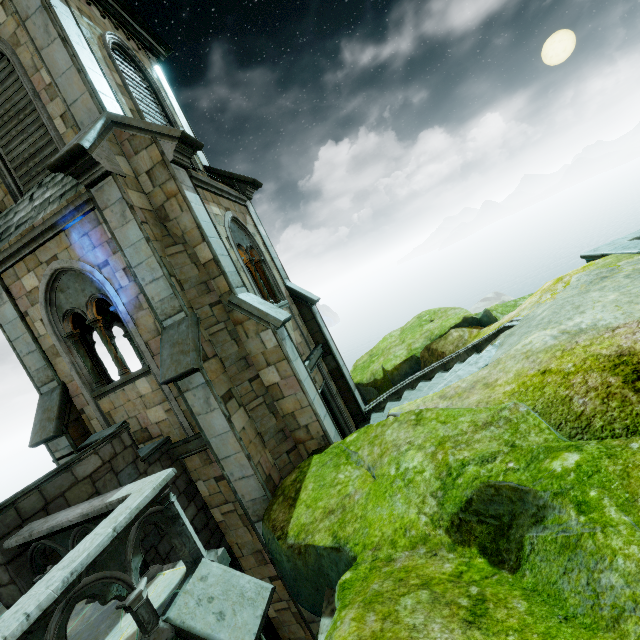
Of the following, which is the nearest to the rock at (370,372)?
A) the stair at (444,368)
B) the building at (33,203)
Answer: the building at (33,203)

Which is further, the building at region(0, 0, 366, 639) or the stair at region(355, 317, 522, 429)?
the stair at region(355, 317, 522, 429)

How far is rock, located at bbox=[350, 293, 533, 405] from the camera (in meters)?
10.42

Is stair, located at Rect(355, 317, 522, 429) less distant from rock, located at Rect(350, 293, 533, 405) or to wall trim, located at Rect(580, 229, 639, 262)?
rock, located at Rect(350, 293, 533, 405)

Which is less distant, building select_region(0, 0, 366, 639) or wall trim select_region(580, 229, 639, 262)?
building select_region(0, 0, 366, 639)

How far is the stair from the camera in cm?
695

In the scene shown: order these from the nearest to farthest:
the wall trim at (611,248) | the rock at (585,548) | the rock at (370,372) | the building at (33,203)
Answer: the rock at (585,548) < the building at (33,203) < the wall trim at (611,248) < the rock at (370,372)

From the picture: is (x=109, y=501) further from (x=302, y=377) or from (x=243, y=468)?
(x=302, y=377)
